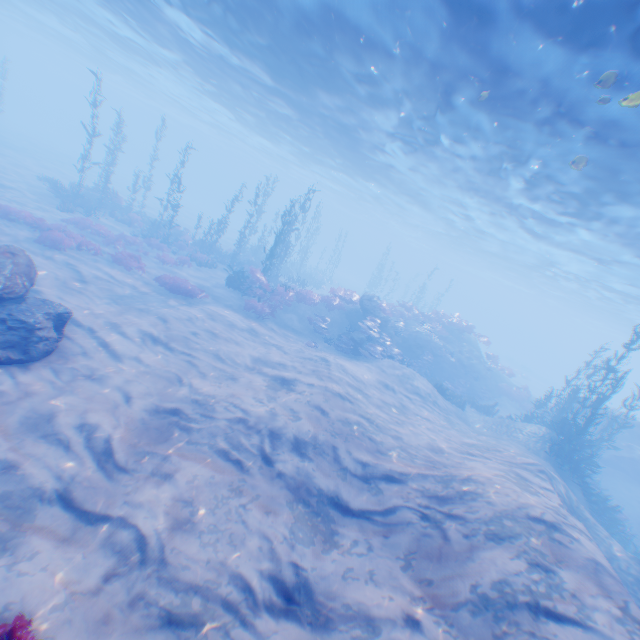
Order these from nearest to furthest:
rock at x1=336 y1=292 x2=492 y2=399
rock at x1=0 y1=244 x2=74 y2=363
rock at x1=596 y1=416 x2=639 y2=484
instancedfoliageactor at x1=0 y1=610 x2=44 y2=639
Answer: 1. instancedfoliageactor at x1=0 y1=610 x2=44 y2=639
2. rock at x1=0 y1=244 x2=74 y2=363
3. rock at x1=596 y1=416 x2=639 y2=484
4. rock at x1=336 y1=292 x2=492 y2=399

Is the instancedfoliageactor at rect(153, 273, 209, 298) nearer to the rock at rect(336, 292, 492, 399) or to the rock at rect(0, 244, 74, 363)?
the rock at rect(0, 244, 74, 363)

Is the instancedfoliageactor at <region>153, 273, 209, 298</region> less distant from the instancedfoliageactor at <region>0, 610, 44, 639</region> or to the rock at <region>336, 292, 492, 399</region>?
the rock at <region>336, 292, 492, 399</region>

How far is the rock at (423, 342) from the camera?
21.5 meters

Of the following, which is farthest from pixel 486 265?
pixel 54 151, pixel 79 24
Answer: pixel 54 151

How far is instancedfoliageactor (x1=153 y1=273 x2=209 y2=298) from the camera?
16.59m

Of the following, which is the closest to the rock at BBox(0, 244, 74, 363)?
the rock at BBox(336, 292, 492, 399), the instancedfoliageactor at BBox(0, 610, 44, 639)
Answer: the rock at BBox(336, 292, 492, 399)

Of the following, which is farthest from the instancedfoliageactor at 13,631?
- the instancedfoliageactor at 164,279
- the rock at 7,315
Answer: the instancedfoliageactor at 164,279
